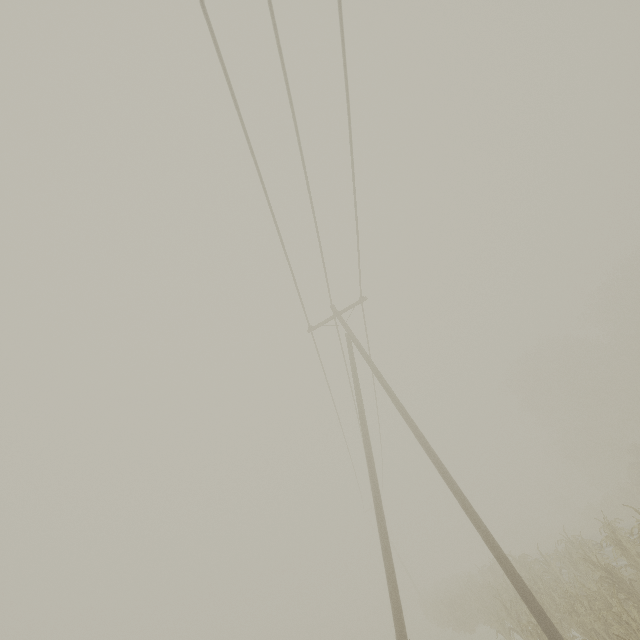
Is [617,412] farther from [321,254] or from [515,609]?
[321,254]
